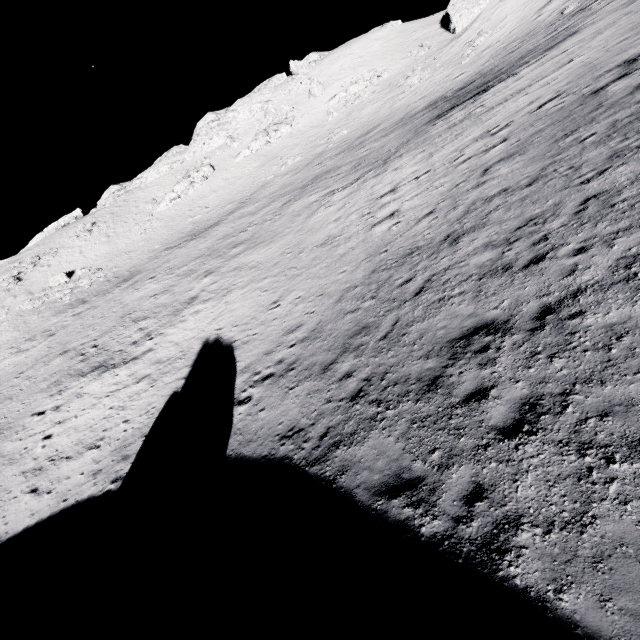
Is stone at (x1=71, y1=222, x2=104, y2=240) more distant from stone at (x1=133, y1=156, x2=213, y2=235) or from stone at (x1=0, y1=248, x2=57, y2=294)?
stone at (x1=133, y1=156, x2=213, y2=235)

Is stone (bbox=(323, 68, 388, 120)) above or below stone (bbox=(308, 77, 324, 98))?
below

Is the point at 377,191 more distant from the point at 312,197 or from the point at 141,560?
the point at 141,560

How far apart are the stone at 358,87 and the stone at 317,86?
3.5 meters

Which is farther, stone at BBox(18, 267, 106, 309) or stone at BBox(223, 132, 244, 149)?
stone at BBox(223, 132, 244, 149)

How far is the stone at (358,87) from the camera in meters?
51.3 m

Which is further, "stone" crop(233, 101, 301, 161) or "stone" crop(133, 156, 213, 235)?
"stone" crop(233, 101, 301, 161)

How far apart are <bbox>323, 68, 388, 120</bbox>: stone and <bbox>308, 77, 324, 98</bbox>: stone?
3.5 meters
